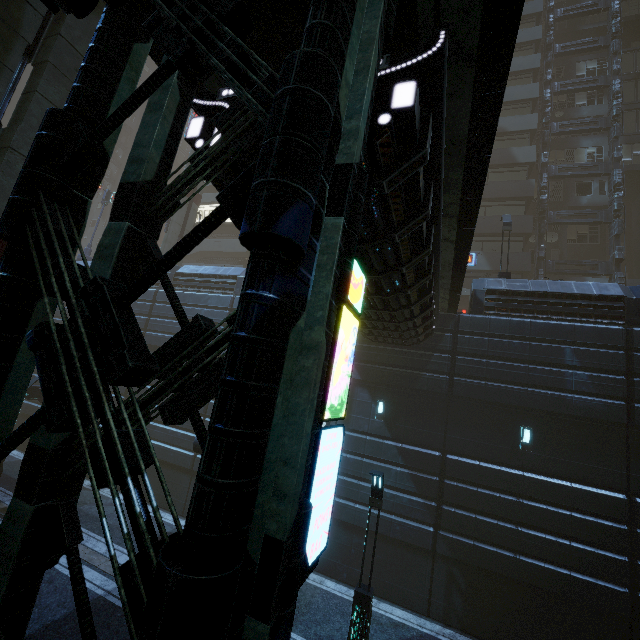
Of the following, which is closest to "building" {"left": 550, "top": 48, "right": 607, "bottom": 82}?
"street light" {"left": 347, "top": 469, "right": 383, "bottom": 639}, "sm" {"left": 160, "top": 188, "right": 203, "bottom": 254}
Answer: "sm" {"left": 160, "top": 188, "right": 203, "bottom": 254}

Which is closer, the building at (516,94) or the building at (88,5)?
the building at (88,5)

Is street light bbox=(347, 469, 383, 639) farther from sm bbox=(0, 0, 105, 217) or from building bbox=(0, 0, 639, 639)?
sm bbox=(0, 0, 105, 217)

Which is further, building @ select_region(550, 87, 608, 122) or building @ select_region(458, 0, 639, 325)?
building @ select_region(550, 87, 608, 122)

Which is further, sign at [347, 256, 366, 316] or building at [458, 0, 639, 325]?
building at [458, 0, 639, 325]

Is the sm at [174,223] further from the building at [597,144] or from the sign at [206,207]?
the sign at [206,207]

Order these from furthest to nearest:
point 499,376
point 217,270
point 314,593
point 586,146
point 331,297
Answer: point 586,146 → point 217,270 → point 499,376 → point 314,593 → point 331,297

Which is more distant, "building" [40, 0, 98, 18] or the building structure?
the building structure
